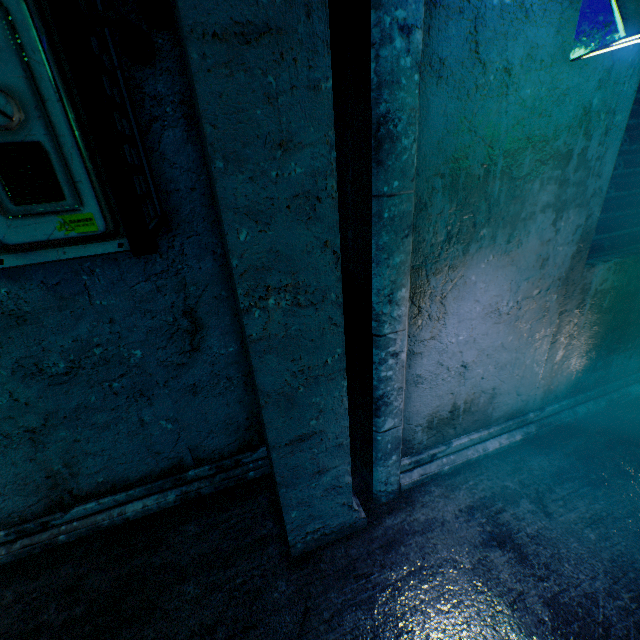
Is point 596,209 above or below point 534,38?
below

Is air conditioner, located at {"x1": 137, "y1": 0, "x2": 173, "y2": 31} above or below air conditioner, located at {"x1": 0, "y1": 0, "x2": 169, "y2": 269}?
above

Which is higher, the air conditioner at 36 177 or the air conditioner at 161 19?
the air conditioner at 161 19

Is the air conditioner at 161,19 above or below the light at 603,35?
above

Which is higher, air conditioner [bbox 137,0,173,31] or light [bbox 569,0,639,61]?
air conditioner [bbox 137,0,173,31]
